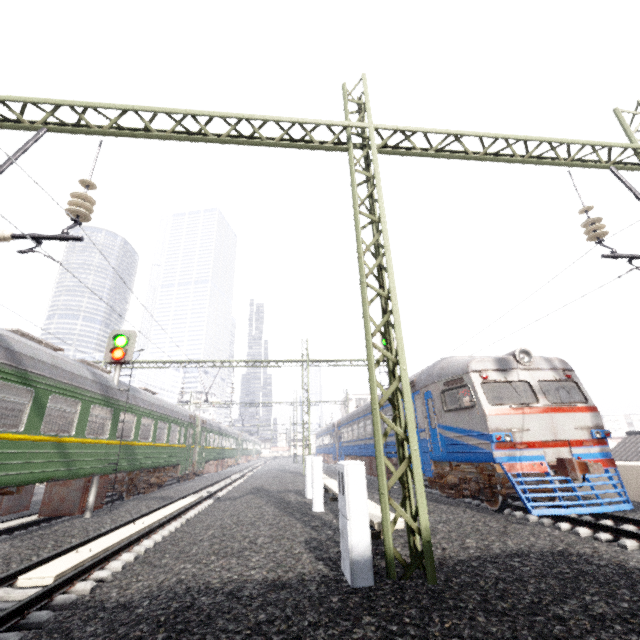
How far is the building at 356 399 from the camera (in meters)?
55.66

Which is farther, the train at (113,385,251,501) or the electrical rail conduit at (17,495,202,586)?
the train at (113,385,251,501)

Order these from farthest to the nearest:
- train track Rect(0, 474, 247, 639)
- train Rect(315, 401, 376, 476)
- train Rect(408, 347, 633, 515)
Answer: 1. train Rect(315, 401, 376, 476)
2. train Rect(408, 347, 633, 515)
3. train track Rect(0, 474, 247, 639)

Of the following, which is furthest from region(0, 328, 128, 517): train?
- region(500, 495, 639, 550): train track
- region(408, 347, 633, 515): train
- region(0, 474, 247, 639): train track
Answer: region(500, 495, 639, 550): train track

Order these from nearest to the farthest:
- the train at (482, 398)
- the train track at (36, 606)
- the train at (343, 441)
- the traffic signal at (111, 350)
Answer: the train track at (36, 606)
the train at (482, 398)
the traffic signal at (111, 350)
the train at (343, 441)

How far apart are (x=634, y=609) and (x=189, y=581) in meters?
5.2

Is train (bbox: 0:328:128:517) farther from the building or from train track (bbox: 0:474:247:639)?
the building

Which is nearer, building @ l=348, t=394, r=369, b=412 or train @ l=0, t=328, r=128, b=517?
train @ l=0, t=328, r=128, b=517
